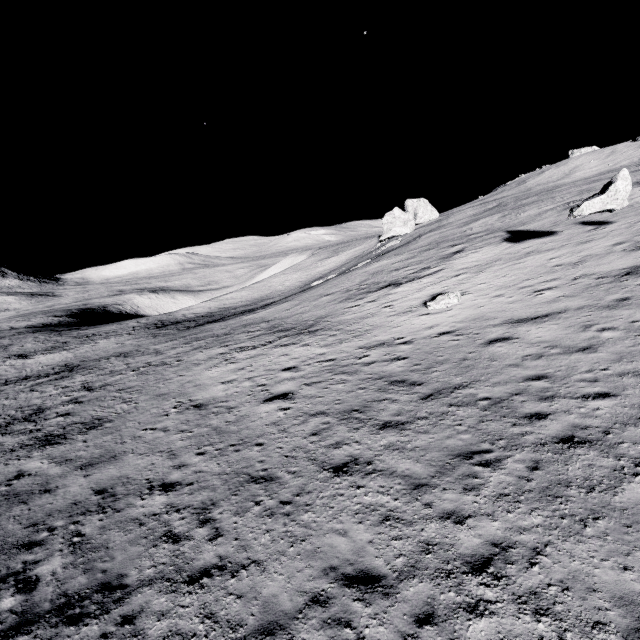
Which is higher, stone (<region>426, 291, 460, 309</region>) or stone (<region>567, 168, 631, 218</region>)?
stone (<region>567, 168, 631, 218</region>)

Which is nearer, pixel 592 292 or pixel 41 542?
pixel 41 542

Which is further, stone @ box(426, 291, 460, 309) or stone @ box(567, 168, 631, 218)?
stone @ box(426, 291, 460, 309)

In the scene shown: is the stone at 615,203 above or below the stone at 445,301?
above

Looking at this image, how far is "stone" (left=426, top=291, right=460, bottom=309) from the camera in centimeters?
1842cm

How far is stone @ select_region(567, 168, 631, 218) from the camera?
16.67m

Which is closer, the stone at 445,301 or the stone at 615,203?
the stone at 615,203
